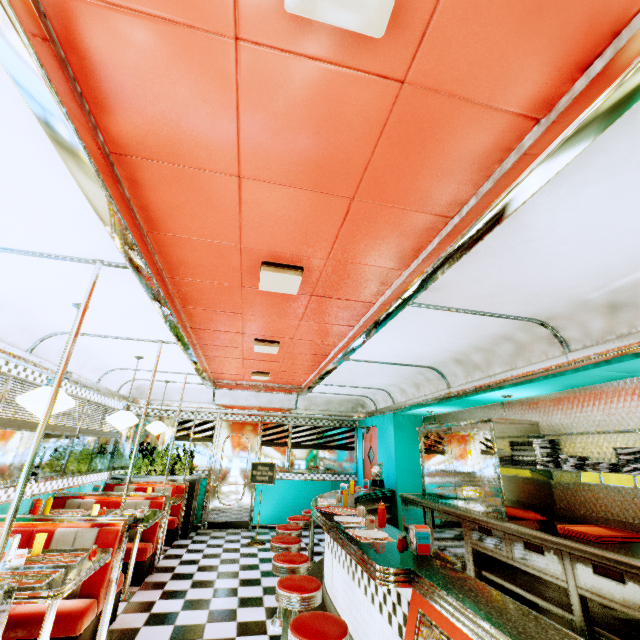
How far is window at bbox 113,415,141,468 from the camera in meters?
7.3 m

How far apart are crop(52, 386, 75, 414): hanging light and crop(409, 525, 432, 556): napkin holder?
3.14m

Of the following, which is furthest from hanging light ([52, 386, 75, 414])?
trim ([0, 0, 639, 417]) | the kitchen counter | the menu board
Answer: the menu board

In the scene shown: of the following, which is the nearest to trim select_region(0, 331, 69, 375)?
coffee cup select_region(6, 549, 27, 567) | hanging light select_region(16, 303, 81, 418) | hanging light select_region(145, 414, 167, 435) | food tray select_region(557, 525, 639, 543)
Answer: hanging light select_region(145, 414, 167, 435)

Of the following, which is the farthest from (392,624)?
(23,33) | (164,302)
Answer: (23,33)

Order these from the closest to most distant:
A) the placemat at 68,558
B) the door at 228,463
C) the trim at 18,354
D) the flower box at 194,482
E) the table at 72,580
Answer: the table at 72,580
the placemat at 68,558
the trim at 18,354
the flower box at 194,482
the door at 228,463

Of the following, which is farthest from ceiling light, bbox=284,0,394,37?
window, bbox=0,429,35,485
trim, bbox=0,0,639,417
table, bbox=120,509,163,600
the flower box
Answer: the flower box

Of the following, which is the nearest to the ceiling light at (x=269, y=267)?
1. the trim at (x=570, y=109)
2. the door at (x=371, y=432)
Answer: the trim at (x=570, y=109)
